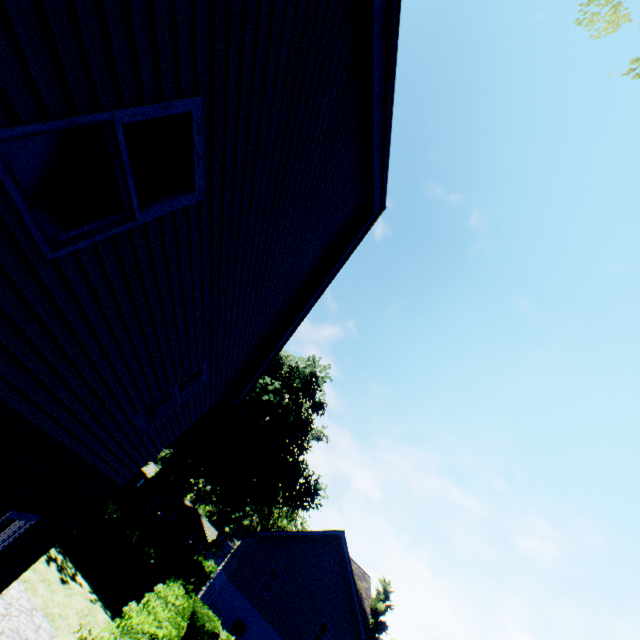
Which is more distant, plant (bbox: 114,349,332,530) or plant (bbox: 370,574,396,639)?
plant (bbox: 370,574,396,639)

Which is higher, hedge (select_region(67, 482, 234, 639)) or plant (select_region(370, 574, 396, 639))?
plant (select_region(370, 574, 396, 639))

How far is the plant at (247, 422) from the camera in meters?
32.5

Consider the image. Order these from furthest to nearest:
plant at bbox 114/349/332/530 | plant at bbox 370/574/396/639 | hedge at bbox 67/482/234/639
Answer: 1. plant at bbox 370/574/396/639
2. plant at bbox 114/349/332/530
3. hedge at bbox 67/482/234/639

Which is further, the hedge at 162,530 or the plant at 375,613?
the plant at 375,613

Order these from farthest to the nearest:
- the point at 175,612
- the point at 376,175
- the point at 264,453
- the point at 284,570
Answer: the point at 264,453, the point at 284,570, the point at 175,612, the point at 376,175

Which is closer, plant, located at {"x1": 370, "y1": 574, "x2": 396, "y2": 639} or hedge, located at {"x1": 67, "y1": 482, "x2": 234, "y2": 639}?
hedge, located at {"x1": 67, "y1": 482, "x2": 234, "y2": 639}

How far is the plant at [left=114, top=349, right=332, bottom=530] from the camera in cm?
3247
